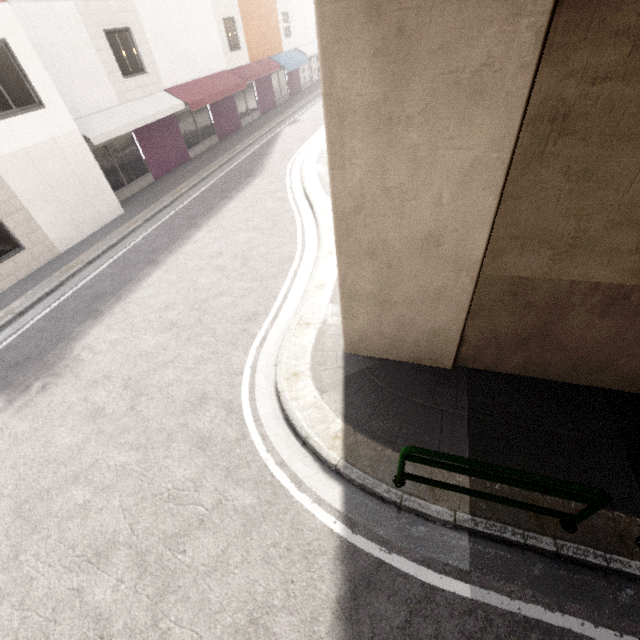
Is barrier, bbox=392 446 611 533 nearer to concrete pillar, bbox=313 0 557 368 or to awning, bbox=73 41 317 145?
concrete pillar, bbox=313 0 557 368

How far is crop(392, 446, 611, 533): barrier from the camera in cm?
327

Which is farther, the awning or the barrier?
the awning

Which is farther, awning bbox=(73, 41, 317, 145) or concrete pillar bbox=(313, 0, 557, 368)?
awning bbox=(73, 41, 317, 145)

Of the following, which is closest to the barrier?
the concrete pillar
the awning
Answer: the concrete pillar

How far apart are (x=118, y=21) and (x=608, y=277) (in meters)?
18.02

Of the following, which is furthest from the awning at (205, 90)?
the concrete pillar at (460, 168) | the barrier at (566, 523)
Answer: the barrier at (566, 523)

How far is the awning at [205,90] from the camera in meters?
11.7
